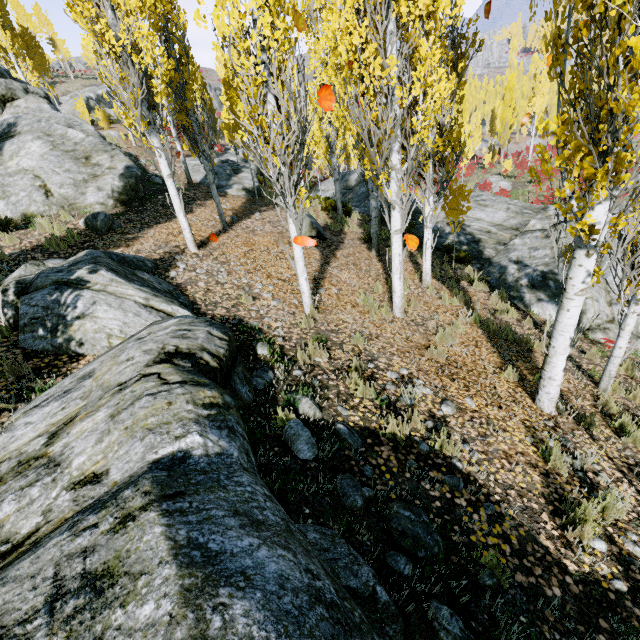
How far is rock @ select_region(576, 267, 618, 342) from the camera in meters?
8.4 m

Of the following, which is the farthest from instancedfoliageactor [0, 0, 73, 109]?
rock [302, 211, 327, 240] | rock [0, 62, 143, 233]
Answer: rock [302, 211, 327, 240]

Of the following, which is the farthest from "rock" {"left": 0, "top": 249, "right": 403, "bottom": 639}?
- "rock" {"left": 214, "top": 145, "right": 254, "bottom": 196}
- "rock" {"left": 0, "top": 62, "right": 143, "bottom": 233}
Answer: "rock" {"left": 214, "top": 145, "right": 254, "bottom": 196}

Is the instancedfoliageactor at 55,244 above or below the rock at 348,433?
above

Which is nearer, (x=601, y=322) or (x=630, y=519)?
(x=630, y=519)

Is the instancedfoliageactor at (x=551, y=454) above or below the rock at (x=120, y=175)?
below

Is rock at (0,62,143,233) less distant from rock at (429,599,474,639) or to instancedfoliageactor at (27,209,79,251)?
instancedfoliageactor at (27,209,79,251)
